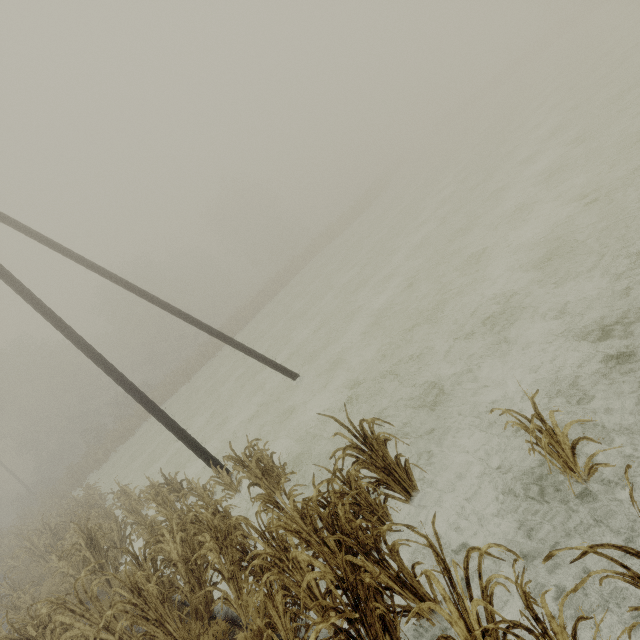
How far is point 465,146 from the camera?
28.6m

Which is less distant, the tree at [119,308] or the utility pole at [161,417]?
the utility pole at [161,417]

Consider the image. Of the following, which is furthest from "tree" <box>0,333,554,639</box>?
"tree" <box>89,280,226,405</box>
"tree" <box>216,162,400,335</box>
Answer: "tree" <box>216,162,400,335</box>

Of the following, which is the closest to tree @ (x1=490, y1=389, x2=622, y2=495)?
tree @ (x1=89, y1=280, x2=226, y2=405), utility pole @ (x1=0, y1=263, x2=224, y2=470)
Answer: utility pole @ (x1=0, y1=263, x2=224, y2=470)

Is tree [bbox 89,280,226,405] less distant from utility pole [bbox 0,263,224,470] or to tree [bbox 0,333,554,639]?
tree [bbox 0,333,554,639]

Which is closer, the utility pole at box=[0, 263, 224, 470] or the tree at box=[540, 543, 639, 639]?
the tree at box=[540, 543, 639, 639]

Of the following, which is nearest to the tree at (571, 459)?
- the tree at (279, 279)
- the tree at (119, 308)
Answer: the tree at (119, 308)
